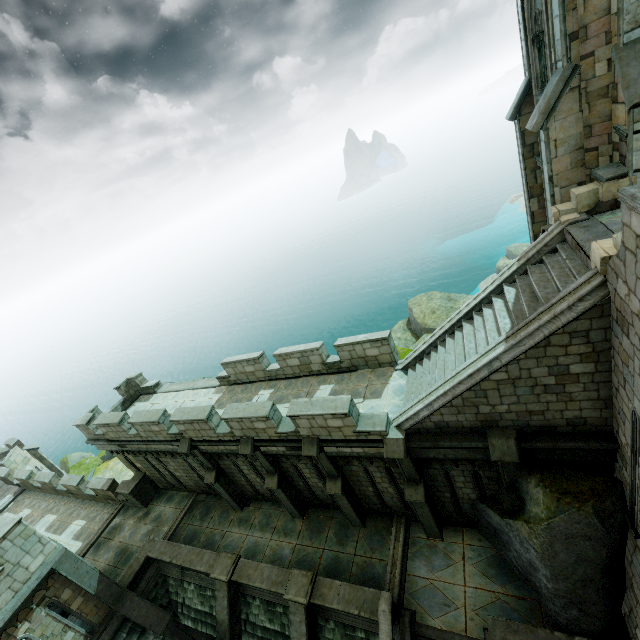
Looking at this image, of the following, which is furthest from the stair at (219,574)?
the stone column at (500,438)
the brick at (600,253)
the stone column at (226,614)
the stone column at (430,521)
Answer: the brick at (600,253)

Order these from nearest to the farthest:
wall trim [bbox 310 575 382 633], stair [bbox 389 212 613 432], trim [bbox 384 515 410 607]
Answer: stair [bbox 389 212 613 432]
wall trim [bbox 310 575 382 633]
trim [bbox 384 515 410 607]

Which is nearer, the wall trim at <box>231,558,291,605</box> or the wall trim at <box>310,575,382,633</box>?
the wall trim at <box>310,575,382,633</box>

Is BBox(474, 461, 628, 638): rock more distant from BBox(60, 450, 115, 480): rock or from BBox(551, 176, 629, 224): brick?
BBox(60, 450, 115, 480): rock

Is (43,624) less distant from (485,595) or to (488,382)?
(485,595)

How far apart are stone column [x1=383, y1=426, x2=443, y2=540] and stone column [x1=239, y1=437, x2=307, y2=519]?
5.0 meters

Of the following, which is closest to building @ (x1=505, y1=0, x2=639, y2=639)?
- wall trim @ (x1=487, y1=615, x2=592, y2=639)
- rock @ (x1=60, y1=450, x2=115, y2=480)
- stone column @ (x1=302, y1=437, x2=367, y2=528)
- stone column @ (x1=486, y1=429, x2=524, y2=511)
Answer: wall trim @ (x1=487, y1=615, x2=592, y2=639)

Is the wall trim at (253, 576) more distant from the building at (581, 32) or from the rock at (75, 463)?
the rock at (75, 463)
